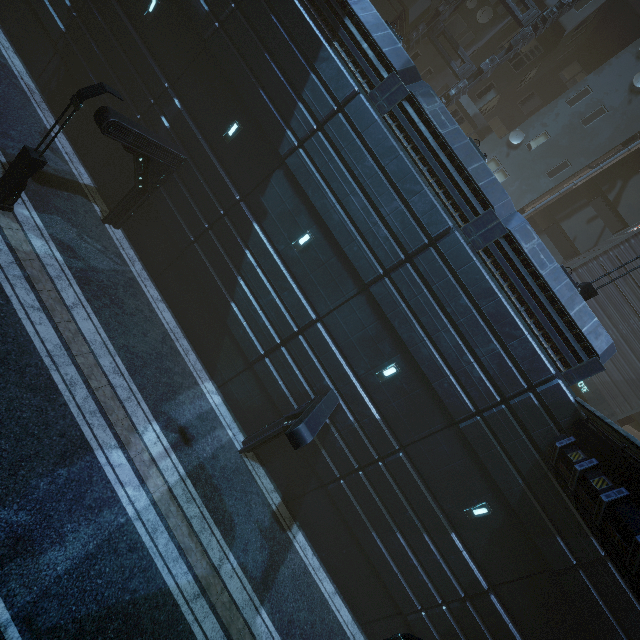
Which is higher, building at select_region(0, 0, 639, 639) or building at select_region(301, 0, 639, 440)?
building at select_region(301, 0, 639, 440)

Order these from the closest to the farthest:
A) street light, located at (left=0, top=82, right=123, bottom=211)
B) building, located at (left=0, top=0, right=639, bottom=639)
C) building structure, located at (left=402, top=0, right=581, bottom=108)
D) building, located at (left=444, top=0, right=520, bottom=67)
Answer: street light, located at (left=0, top=82, right=123, bottom=211) < building, located at (left=0, top=0, right=639, bottom=639) < building structure, located at (left=402, top=0, right=581, bottom=108) < building, located at (left=444, top=0, right=520, bottom=67)

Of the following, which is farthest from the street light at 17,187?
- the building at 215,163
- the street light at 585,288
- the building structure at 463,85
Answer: the street light at 585,288

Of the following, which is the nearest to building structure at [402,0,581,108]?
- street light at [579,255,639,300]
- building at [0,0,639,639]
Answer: building at [0,0,639,639]

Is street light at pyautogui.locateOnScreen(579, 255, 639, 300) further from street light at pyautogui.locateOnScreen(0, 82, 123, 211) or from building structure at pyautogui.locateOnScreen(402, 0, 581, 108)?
street light at pyautogui.locateOnScreen(0, 82, 123, 211)

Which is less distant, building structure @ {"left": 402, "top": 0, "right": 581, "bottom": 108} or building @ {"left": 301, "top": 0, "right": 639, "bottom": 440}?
building @ {"left": 301, "top": 0, "right": 639, "bottom": 440}

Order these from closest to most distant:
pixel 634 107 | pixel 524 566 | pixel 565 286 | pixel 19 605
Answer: pixel 19 605 < pixel 565 286 < pixel 524 566 < pixel 634 107

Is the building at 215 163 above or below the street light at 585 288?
below
